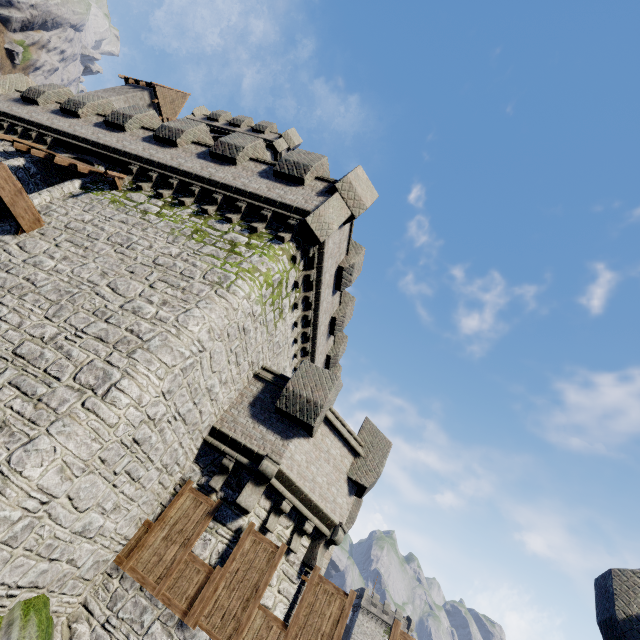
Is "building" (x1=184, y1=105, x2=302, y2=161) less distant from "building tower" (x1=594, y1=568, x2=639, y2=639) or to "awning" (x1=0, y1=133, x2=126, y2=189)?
"awning" (x1=0, y1=133, x2=126, y2=189)

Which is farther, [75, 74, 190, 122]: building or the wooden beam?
[75, 74, 190, 122]: building

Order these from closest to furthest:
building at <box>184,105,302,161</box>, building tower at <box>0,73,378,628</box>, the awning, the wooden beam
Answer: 1. building tower at <box>0,73,378,628</box>
2. the wooden beam
3. the awning
4. building at <box>184,105,302,161</box>

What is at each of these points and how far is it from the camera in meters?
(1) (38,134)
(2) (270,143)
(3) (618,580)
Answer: (1) building tower, 13.8 m
(2) building, 26.8 m
(3) building tower, 9.3 m

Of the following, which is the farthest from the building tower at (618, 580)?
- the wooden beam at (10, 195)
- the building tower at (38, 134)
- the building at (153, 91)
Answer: the building at (153, 91)

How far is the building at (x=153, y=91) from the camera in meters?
27.1

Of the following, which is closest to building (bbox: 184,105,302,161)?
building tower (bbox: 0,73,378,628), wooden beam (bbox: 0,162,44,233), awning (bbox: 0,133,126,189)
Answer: building tower (bbox: 0,73,378,628)

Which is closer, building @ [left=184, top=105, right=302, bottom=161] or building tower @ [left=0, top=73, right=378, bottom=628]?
building tower @ [left=0, top=73, right=378, bottom=628]
